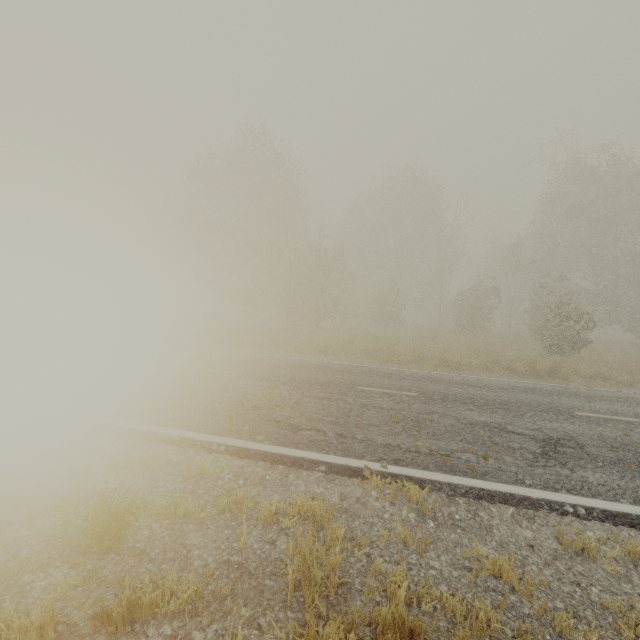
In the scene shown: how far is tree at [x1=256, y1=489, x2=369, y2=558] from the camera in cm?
328

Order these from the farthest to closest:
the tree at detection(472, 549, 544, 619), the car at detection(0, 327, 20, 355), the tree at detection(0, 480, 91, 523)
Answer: the car at detection(0, 327, 20, 355), the tree at detection(0, 480, 91, 523), the tree at detection(472, 549, 544, 619)

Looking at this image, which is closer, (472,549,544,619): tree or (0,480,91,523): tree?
(472,549,544,619): tree

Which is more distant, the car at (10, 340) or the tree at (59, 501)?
the car at (10, 340)

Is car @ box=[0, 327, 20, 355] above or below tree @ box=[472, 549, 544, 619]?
above

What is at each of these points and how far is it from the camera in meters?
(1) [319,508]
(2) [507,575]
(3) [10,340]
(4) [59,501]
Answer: (1) tree, 3.9
(2) tree, 3.1
(3) car, 9.4
(4) tree, 3.7

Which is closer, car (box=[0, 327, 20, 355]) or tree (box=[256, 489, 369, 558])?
tree (box=[256, 489, 369, 558])
